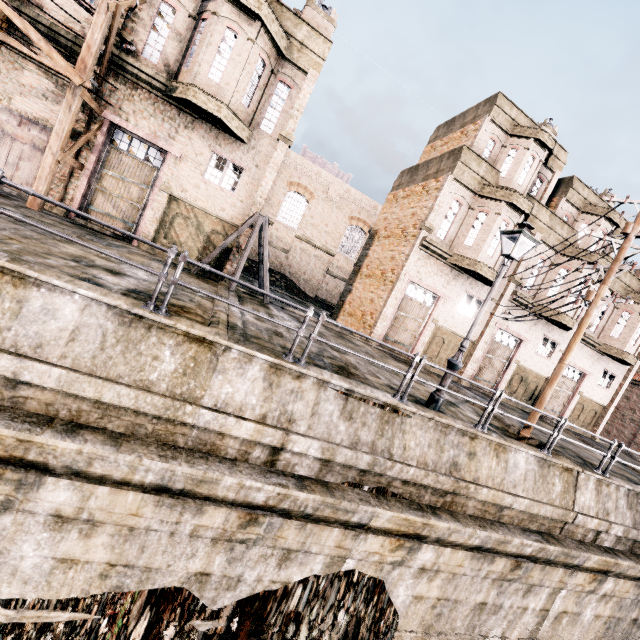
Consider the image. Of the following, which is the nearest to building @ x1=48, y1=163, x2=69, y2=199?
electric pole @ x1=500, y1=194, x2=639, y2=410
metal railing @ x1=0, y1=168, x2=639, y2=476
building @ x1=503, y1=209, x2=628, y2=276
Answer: building @ x1=503, y1=209, x2=628, y2=276

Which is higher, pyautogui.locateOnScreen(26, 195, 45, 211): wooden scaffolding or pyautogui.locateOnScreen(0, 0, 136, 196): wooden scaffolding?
pyautogui.locateOnScreen(0, 0, 136, 196): wooden scaffolding

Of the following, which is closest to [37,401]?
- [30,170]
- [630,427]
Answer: [30,170]

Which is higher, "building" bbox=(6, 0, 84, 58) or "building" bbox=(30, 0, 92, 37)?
"building" bbox=(30, 0, 92, 37)

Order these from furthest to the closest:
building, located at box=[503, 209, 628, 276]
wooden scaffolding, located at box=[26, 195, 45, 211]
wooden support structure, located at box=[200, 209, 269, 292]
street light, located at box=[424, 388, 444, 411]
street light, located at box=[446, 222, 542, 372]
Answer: building, located at box=[503, 209, 628, 276] < wooden support structure, located at box=[200, 209, 269, 292] < wooden scaffolding, located at box=[26, 195, 45, 211] < street light, located at box=[424, 388, 444, 411] < street light, located at box=[446, 222, 542, 372]

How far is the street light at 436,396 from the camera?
9.21m

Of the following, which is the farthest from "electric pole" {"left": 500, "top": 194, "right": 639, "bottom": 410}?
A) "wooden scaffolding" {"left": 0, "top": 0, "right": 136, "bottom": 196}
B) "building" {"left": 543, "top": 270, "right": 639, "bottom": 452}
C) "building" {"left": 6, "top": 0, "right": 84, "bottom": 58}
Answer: "wooden scaffolding" {"left": 0, "top": 0, "right": 136, "bottom": 196}

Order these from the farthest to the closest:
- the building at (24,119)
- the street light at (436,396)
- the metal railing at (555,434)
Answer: the building at (24,119), the street light at (436,396), the metal railing at (555,434)
